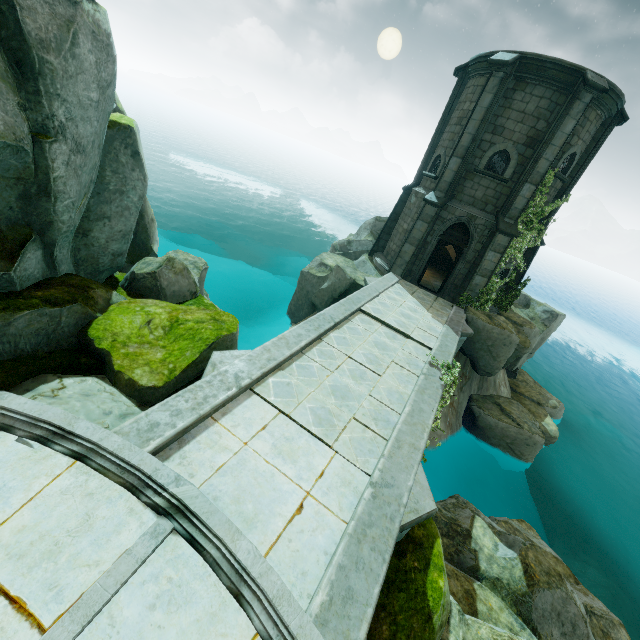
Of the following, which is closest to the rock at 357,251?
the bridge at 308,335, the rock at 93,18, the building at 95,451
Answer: the bridge at 308,335

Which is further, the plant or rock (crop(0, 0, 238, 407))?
the plant

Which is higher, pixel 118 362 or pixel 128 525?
pixel 128 525

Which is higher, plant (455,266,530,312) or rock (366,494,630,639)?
plant (455,266,530,312)

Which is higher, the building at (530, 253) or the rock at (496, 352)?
the building at (530, 253)

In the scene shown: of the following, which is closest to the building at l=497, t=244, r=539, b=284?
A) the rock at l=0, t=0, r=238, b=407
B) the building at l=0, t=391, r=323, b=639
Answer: the rock at l=0, t=0, r=238, b=407

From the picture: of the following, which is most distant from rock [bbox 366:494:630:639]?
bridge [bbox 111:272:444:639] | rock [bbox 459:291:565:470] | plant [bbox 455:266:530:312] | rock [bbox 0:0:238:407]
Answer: plant [bbox 455:266:530:312]

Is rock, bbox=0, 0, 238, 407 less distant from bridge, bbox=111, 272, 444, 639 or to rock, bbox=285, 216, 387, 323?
bridge, bbox=111, 272, 444, 639
